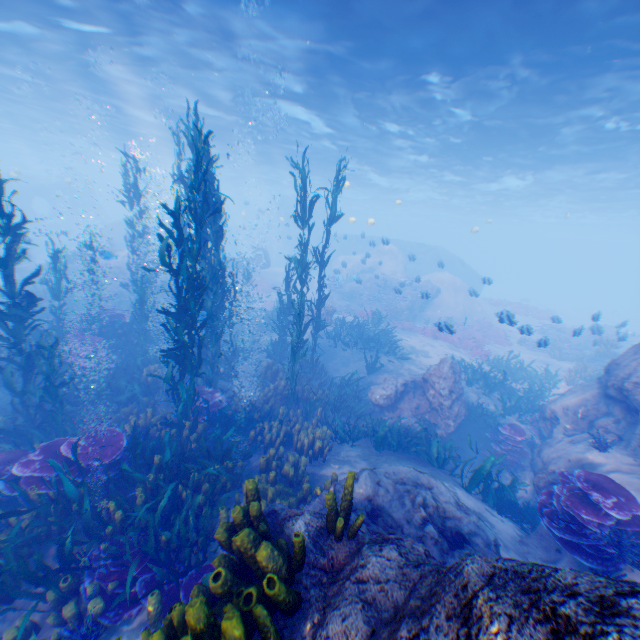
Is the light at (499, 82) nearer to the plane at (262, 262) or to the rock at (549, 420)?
the rock at (549, 420)

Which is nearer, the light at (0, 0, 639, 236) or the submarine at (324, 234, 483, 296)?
the light at (0, 0, 639, 236)

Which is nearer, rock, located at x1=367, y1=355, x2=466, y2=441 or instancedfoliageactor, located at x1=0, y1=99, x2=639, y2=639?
instancedfoliageactor, located at x1=0, y1=99, x2=639, y2=639

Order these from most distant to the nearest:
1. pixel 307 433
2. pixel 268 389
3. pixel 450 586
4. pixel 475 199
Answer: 1. pixel 475 199
2. pixel 268 389
3. pixel 307 433
4. pixel 450 586

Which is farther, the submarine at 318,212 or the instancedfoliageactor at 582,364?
the submarine at 318,212

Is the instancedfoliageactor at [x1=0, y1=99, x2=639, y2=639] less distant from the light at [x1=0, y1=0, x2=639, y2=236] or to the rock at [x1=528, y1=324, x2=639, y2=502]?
the rock at [x1=528, y1=324, x2=639, y2=502]

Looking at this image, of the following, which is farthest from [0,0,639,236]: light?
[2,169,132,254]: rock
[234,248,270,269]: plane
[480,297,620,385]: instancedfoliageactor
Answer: [480,297,620,385]: instancedfoliageactor

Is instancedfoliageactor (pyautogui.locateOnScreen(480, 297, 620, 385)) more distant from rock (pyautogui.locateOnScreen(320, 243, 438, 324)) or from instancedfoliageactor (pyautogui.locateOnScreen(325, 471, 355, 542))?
instancedfoliageactor (pyautogui.locateOnScreen(325, 471, 355, 542))
